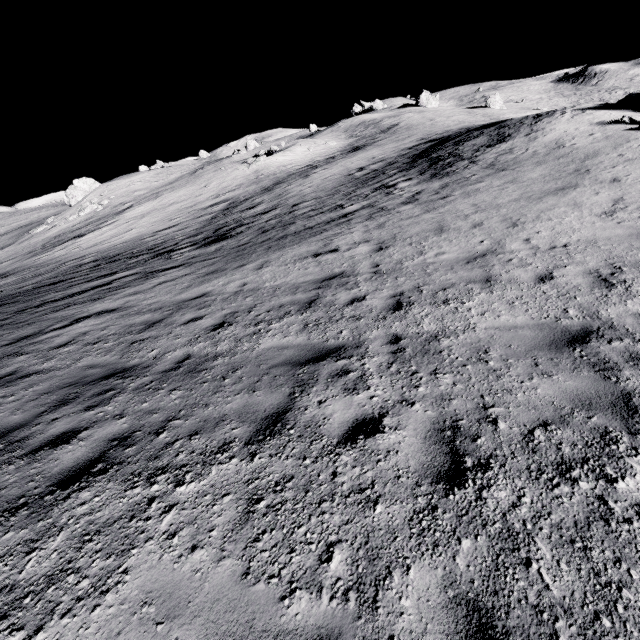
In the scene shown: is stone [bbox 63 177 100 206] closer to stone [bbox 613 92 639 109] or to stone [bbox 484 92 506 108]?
stone [bbox 613 92 639 109]

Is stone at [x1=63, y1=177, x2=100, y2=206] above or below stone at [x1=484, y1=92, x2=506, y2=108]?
above

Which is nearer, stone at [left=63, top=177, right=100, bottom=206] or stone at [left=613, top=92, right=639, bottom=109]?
stone at [left=613, top=92, right=639, bottom=109]

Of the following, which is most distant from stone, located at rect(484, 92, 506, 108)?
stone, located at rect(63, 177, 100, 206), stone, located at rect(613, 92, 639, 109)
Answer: stone, located at rect(63, 177, 100, 206)

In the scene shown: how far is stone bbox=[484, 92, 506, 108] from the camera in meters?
55.9 m

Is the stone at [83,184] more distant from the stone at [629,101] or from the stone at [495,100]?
the stone at [495,100]

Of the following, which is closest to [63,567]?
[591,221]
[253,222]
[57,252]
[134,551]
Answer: [134,551]

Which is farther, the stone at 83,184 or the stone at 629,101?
the stone at 83,184
